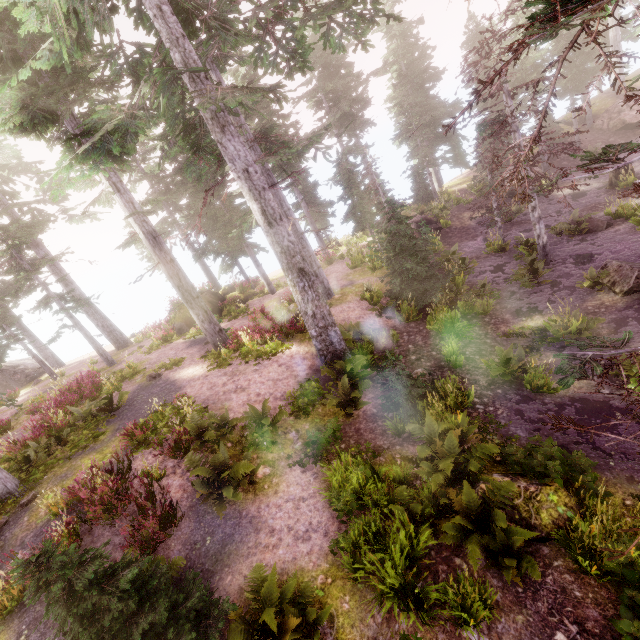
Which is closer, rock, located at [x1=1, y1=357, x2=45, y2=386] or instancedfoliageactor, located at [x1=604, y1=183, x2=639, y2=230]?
instancedfoliageactor, located at [x1=604, y1=183, x2=639, y2=230]

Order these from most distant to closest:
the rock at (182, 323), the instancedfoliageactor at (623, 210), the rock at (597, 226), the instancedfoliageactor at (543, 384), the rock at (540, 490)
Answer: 1. the rock at (182, 323)
2. the rock at (597, 226)
3. the rock at (540, 490)
4. the instancedfoliageactor at (543, 384)
5. the instancedfoliageactor at (623, 210)

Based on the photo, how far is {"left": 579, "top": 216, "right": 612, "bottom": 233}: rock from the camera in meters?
16.7

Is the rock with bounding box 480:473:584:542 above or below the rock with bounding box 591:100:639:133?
below

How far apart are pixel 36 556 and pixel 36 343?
34.01m

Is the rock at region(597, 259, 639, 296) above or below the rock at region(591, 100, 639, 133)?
below

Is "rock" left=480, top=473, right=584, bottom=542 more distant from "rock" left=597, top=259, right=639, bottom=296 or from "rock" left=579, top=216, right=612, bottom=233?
"rock" left=579, top=216, right=612, bottom=233

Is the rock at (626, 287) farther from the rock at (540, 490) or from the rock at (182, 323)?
the rock at (182, 323)
